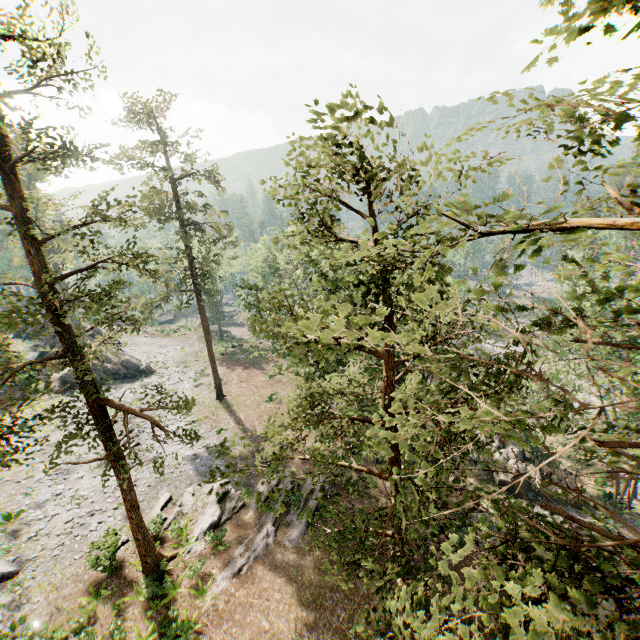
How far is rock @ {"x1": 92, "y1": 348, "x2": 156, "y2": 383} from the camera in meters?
37.7 m

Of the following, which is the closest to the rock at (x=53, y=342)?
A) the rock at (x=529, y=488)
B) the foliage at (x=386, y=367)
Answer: the foliage at (x=386, y=367)

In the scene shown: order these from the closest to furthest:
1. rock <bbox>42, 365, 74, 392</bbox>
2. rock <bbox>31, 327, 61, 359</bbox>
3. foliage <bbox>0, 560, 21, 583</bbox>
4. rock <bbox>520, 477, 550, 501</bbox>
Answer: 1. foliage <bbox>0, 560, 21, 583</bbox>
2. rock <bbox>520, 477, 550, 501</bbox>
3. rock <bbox>42, 365, 74, 392</bbox>
4. rock <bbox>31, 327, 61, 359</bbox>

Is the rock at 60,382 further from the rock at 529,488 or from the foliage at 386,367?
the rock at 529,488

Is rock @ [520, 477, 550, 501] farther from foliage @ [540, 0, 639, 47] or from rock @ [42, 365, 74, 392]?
rock @ [42, 365, 74, 392]

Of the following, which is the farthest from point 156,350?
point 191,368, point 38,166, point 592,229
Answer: point 592,229
